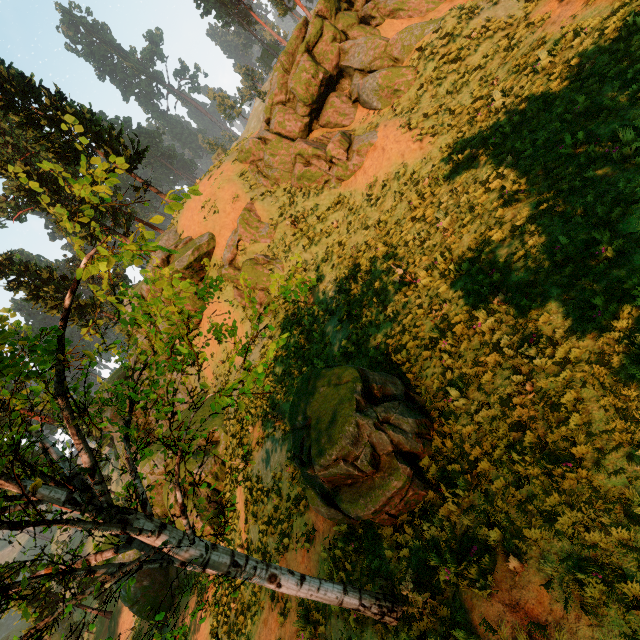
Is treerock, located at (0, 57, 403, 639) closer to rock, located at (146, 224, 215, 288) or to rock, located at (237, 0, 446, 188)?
rock, located at (146, 224, 215, 288)

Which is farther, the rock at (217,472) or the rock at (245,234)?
the rock at (245,234)

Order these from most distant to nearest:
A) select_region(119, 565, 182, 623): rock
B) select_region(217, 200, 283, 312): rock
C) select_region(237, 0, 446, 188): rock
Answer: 1. select_region(119, 565, 182, 623): rock
2. select_region(217, 200, 283, 312): rock
3. select_region(237, 0, 446, 188): rock

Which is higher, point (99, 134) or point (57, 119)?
point (57, 119)

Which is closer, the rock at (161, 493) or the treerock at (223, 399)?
the treerock at (223, 399)

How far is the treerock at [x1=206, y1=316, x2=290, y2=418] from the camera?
3.9m

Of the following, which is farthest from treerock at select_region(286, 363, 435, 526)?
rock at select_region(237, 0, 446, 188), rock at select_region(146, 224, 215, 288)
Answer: rock at select_region(237, 0, 446, 188)

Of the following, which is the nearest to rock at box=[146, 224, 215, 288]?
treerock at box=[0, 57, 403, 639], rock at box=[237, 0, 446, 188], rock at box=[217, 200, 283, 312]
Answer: rock at box=[217, 200, 283, 312]
